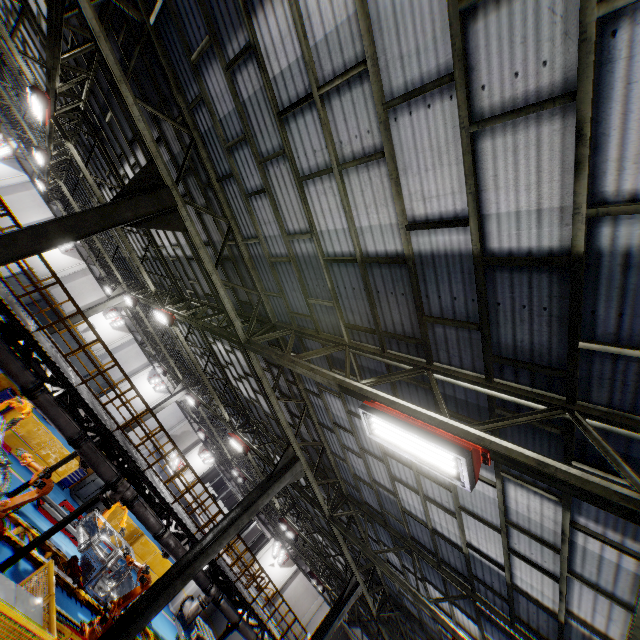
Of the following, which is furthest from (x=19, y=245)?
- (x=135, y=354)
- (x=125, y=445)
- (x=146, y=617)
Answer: (x=135, y=354)

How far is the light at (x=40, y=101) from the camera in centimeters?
935cm

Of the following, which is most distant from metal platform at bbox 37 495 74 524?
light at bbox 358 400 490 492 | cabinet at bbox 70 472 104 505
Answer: light at bbox 358 400 490 492

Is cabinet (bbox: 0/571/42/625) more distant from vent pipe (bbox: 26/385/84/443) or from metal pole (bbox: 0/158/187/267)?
vent pipe (bbox: 26/385/84/443)

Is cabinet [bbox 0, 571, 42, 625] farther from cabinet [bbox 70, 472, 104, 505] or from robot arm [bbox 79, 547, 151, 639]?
cabinet [bbox 70, 472, 104, 505]

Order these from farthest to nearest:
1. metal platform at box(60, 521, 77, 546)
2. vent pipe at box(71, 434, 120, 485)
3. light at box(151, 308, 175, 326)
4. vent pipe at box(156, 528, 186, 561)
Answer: metal platform at box(60, 521, 77, 546)
light at box(151, 308, 175, 326)
vent pipe at box(156, 528, 186, 561)
vent pipe at box(71, 434, 120, 485)

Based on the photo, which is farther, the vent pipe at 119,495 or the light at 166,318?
the light at 166,318

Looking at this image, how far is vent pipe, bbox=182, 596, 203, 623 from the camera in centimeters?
1319cm
